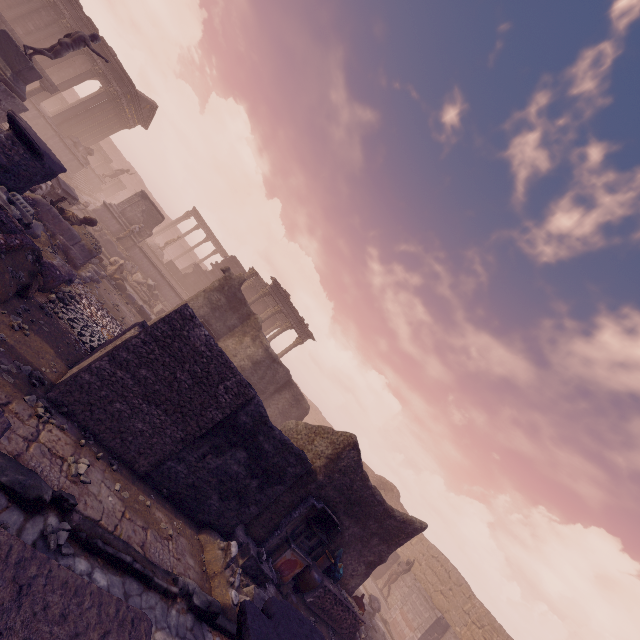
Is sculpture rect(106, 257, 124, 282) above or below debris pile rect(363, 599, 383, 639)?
below

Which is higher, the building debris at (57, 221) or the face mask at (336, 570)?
the face mask at (336, 570)

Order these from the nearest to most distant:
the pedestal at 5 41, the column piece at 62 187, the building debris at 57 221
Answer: the building debris at 57 221
the pedestal at 5 41
the column piece at 62 187

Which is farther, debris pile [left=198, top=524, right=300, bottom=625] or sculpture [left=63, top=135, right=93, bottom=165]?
sculpture [left=63, top=135, right=93, bottom=165]

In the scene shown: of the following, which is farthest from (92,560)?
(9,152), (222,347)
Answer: (222,347)

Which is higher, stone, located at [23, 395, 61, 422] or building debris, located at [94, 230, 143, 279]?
building debris, located at [94, 230, 143, 279]

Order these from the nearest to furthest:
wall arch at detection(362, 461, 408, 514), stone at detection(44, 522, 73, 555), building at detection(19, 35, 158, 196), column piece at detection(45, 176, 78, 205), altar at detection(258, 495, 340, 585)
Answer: stone at detection(44, 522, 73, 555) → altar at detection(258, 495, 340, 585) → column piece at detection(45, 176, 78, 205) → building at detection(19, 35, 158, 196) → wall arch at detection(362, 461, 408, 514)

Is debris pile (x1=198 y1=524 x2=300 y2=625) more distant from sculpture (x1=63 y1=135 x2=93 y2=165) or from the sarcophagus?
sculpture (x1=63 y1=135 x2=93 y2=165)
